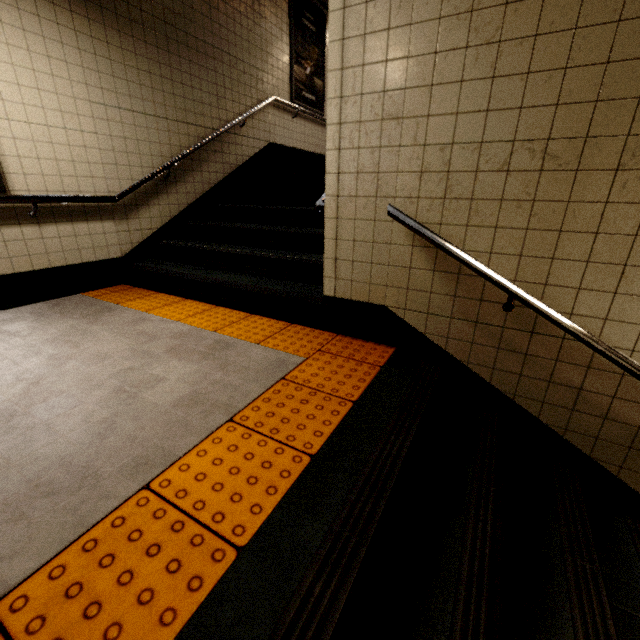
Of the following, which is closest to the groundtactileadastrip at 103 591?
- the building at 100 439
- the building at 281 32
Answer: the building at 100 439

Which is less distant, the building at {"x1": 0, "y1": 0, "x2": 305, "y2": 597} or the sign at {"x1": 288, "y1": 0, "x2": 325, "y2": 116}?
the building at {"x1": 0, "y1": 0, "x2": 305, "y2": 597}

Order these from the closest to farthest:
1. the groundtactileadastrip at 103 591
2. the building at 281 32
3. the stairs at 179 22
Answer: the groundtactileadastrip at 103 591 → the stairs at 179 22 → the building at 281 32

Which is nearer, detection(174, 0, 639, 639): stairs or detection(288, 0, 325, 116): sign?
detection(174, 0, 639, 639): stairs

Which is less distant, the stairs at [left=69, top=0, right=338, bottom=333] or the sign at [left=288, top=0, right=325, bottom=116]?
the stairs at [left=69, top=0, right=338, bottom=333]

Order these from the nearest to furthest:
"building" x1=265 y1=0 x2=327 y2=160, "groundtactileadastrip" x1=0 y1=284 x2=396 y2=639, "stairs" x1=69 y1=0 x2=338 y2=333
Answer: "groundtactileadastrip" x1=0 y1=284 x2=396 y2=639, "stairs" x1=69 y1=0 x2=338 y2=333, "building" x1=265 y1=0 x2=327 y2=160

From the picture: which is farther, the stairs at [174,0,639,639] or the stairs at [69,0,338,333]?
A: the stairs at [69,0,338,333]

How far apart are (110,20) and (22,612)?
4.77m
